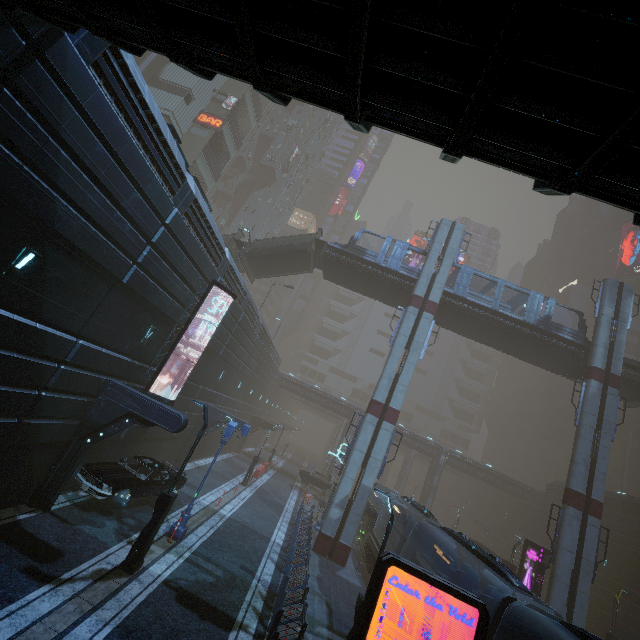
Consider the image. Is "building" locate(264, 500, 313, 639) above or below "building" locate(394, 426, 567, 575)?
below

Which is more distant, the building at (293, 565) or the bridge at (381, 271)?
the bridge at (381, 271)

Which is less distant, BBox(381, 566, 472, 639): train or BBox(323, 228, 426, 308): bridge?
BBox(381, 566, 472, 639): train

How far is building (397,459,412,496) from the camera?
58.3 meters

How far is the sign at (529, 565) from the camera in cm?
2162

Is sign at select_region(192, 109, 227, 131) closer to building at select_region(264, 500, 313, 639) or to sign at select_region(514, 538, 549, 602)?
building at select_region(264, 500, 313, 639)

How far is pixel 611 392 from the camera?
23.2m

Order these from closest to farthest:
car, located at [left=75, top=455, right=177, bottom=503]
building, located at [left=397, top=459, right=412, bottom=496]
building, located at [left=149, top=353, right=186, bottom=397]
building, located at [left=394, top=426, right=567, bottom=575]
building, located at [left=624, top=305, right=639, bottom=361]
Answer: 1. car, located at [left=75, top=455, right=177, bottom=503]
2. building, located at [left=149, top=353, right=186, bottom=397]
3. building, located at [left=394, top=426, right=567, bottom=575]
4. building, located at [left=624, top=305, right=639, bottom=361]
5. building, located at [left=397, top=459, right=412, bottom=496]
